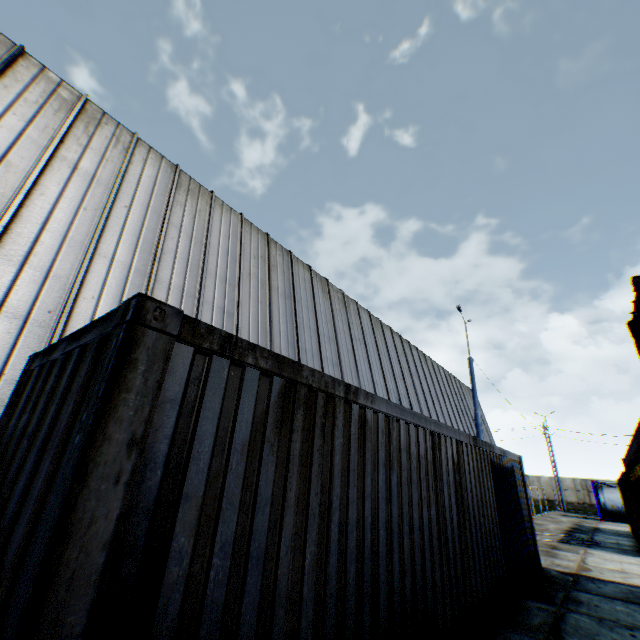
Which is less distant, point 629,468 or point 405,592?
point 405,592

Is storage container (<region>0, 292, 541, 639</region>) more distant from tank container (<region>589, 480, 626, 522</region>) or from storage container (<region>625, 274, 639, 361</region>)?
tank container (<region>589, 480, 626, 522</region>)

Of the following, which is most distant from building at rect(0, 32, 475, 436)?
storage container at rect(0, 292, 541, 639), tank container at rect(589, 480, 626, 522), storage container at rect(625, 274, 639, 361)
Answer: storage container at rect(625, 274, 639, 361)

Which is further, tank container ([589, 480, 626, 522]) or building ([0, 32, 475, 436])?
tank container ([589, 480, 626, 522])

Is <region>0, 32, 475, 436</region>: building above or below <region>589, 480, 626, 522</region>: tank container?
above

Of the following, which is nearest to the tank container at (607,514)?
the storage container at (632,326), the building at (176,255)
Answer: the building at (176,255)

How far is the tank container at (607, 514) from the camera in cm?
2628

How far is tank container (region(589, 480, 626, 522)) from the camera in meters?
26.3 m
